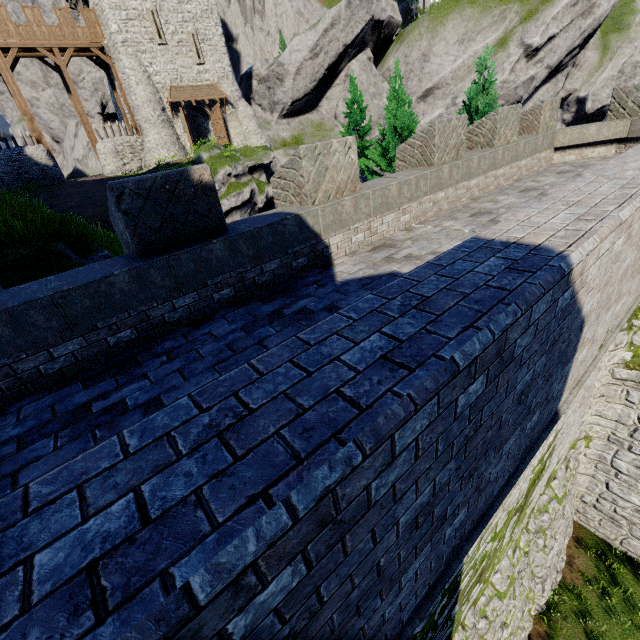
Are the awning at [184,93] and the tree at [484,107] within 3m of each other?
no

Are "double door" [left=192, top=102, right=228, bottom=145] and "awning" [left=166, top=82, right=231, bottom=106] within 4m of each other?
yes

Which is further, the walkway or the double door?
the double door

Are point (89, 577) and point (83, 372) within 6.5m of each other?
yes

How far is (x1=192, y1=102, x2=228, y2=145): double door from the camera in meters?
31.4

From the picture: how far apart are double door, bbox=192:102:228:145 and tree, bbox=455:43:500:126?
25.7 meters

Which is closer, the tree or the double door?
the tree

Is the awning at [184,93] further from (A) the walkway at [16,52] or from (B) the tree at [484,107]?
(B) the tree at [484,107]
